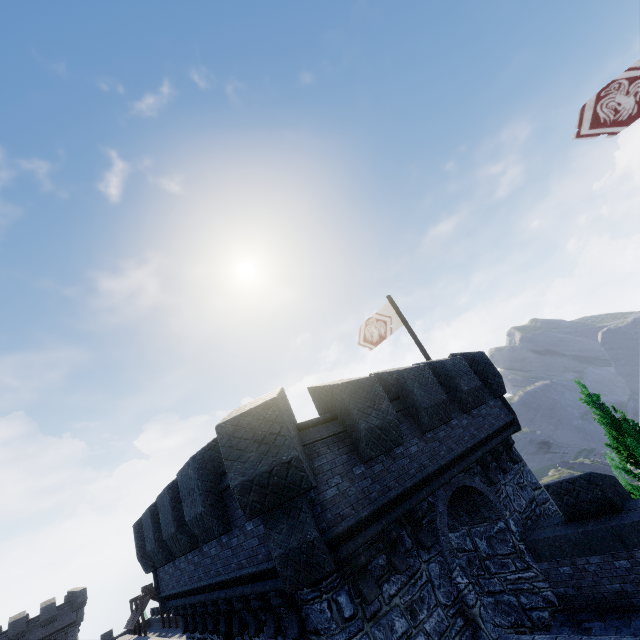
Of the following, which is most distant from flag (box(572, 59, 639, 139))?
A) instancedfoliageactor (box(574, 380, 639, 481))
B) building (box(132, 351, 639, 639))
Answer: instancedfoliageactor (box(574, 380, 639, 481))

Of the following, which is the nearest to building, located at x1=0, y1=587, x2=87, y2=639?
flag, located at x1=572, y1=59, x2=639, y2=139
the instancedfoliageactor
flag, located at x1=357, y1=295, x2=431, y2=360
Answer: flag, located at x1=357, y1=295, x2=431, y2=360

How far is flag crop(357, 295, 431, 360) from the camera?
14.4 meters

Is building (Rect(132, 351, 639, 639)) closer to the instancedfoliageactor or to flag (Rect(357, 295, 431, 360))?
flag (Rect(357, 295, 431, 360))

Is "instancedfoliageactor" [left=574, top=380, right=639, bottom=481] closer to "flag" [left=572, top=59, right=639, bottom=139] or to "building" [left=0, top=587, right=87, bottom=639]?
"flag" [left=572, top=59, right=639, bottom=139]

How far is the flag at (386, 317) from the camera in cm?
1435

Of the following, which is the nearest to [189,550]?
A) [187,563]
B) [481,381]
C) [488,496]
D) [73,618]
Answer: [187,563]

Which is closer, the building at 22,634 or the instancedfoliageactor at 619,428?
the instancedfoliageactor at 619,428
